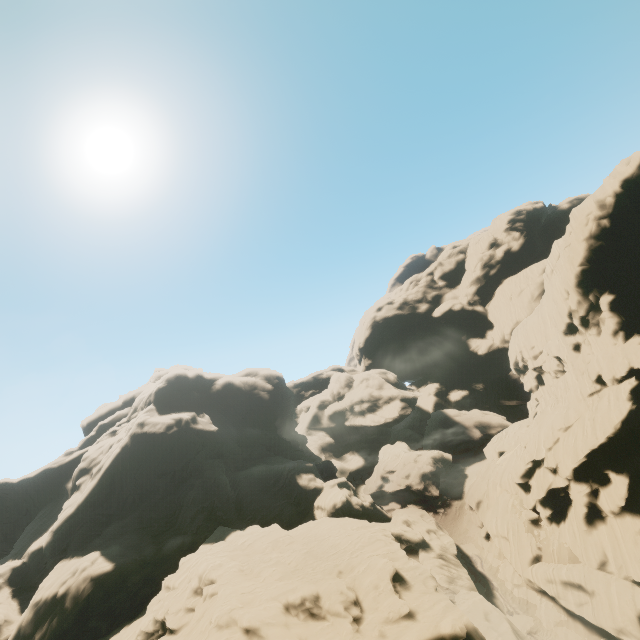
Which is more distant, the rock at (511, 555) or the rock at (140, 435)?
the rock at (511, 555)

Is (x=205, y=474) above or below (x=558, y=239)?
below

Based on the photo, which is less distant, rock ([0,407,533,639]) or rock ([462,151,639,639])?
rock ([0,407,533,639])
